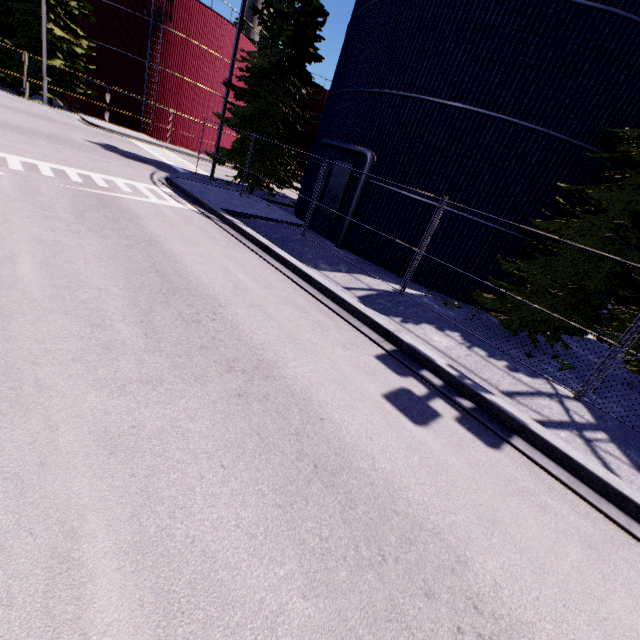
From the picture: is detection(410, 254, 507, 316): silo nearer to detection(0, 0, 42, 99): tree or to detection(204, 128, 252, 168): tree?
detection(204, 128, 252, 168): tree

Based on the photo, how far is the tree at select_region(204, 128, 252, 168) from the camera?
16.9 meters

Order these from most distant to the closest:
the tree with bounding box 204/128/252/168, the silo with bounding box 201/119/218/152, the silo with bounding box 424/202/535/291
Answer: the silo with bounding box 201/119/218/152
the tree with bounding box 204/128/252/168
the silo with bounding box 424/202/535/291

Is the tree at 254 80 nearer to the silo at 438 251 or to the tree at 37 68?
the silo at 438 251

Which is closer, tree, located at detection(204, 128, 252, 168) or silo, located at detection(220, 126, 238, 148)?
tree, located at detection(204, 128, 252, 168)

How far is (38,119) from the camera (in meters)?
18.73

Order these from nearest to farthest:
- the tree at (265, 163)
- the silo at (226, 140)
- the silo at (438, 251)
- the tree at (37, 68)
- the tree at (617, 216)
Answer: the tree at (617, 216) → the silo at (438, 251) → the tree at (265, 163) → the tree at (37, 68) → the silo at (226, 140)

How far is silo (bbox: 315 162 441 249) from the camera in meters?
12.2 m
